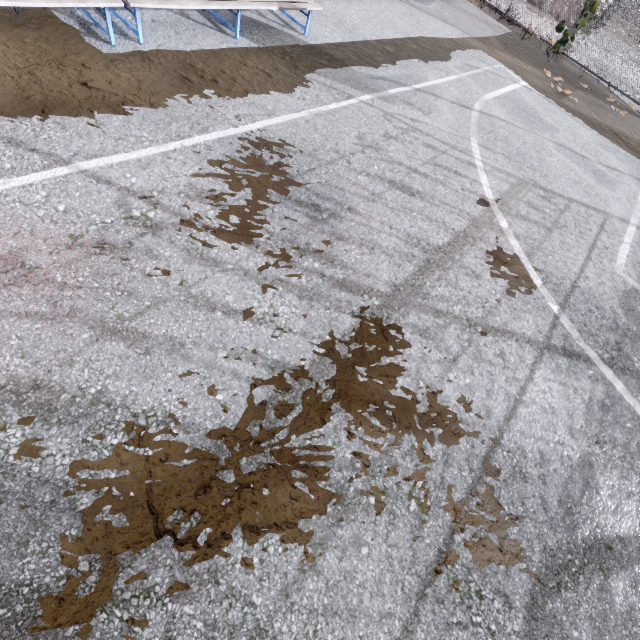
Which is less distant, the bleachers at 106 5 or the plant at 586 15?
the bleachers at 106 5

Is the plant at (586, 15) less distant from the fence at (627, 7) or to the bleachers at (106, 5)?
the fence at (627, 7)

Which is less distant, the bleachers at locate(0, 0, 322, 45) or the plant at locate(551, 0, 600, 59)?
the bleachers at locate(0, 0, 322, 45)

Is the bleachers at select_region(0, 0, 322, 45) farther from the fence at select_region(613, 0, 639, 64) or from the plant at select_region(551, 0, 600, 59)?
the plant at select_region(551, 0, 600, 59)

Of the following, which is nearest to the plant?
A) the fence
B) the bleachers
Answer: the fence

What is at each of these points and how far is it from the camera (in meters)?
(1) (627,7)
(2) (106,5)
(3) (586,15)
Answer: (1) fence, 9.54
(2) bleachers, 3.37
(3) plant, 9.91
